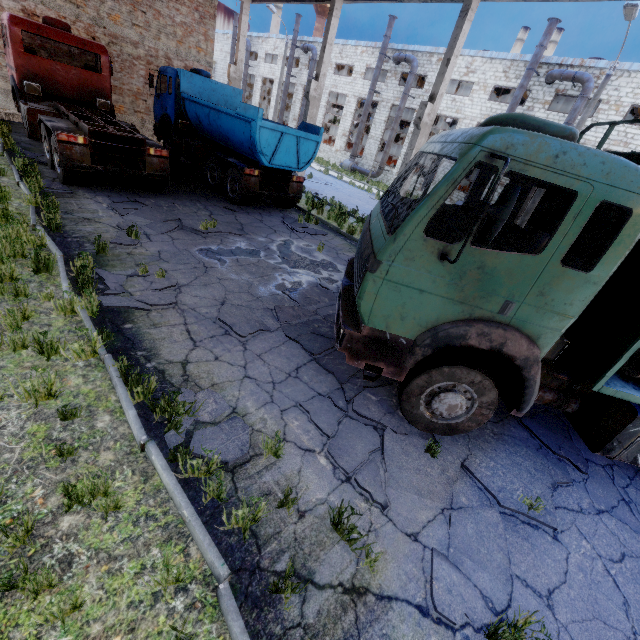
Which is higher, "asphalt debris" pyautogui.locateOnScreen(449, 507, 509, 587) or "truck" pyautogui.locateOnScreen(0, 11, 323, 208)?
"truck" pyautogui.locateOnScreen(0, 11, 323, 208)

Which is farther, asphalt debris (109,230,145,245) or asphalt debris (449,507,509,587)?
asphalt debris (109,230,145,245)

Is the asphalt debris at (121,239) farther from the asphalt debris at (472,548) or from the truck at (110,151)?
the asphalt debris at (472,548)

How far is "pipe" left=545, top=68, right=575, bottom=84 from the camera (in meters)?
20.63

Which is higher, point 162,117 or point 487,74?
point 487,74

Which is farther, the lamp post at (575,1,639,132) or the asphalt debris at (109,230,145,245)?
the lamp post at (575,1,639,132)

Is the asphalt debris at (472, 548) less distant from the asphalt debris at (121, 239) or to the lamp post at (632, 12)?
the asphalt debris at (121, 239)

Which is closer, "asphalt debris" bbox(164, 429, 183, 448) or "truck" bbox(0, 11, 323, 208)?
"asphalt debris" bbox(164, 429, 183, 448)
